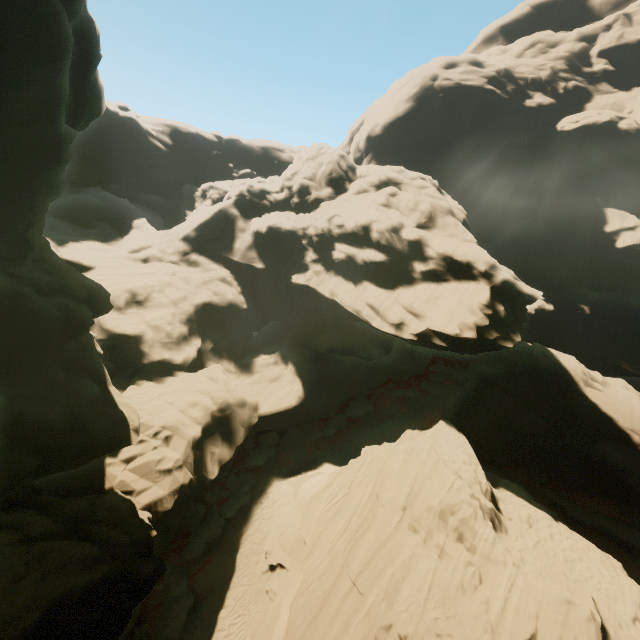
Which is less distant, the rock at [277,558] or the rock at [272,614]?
the rock at [272,614]

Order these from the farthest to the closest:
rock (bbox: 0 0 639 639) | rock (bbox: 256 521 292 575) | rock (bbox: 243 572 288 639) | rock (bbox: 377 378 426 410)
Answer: rock (bbox: 377 378 426 410)
rock (bbox: 256 521 292 575)
rock (bbox: 243 572 288 639)
rock (bbox: 0 0 639 639)

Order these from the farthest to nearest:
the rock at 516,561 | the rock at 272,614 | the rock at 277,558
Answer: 1. the rock at 277,558
2. the rock at 272,614
3. the rock at 516,561

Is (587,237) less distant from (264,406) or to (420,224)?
(420,224)

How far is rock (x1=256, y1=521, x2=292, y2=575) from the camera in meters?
19.5 m

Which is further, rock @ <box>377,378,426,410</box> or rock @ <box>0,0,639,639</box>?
rock @ <box>377,378,426,410</box>
